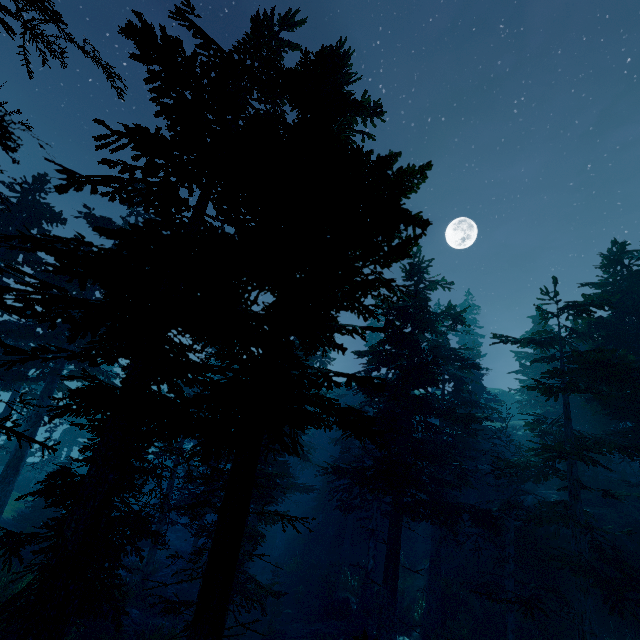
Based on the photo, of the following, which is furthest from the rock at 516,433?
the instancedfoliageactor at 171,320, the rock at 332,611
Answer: the rock at 332,611

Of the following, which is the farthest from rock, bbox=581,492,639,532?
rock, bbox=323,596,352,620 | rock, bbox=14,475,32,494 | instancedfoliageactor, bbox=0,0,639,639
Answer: rock, bbox=14,475,32,494

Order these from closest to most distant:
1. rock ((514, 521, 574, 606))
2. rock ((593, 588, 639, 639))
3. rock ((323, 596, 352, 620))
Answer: rock ((593, 588, 639, 639)) < rock ((514, 521, 574, 606)) < rock ((323, 596, 352, 620))

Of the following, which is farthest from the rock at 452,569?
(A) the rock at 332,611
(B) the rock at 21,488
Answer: (B) the rock at 21,488

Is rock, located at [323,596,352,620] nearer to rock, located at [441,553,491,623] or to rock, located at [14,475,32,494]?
rock, located at [441,553,491,623]

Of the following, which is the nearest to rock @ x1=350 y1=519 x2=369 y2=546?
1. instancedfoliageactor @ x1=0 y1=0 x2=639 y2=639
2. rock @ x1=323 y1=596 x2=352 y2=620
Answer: instancedfoliageactor @ x1=0 y1=0 x2=639 y2=639

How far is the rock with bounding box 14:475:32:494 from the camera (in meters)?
30.21

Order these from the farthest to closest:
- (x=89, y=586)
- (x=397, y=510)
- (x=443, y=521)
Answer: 1. (x=443, y=521)
2. (x=397, y=510)
3. (x=89, y=586)
